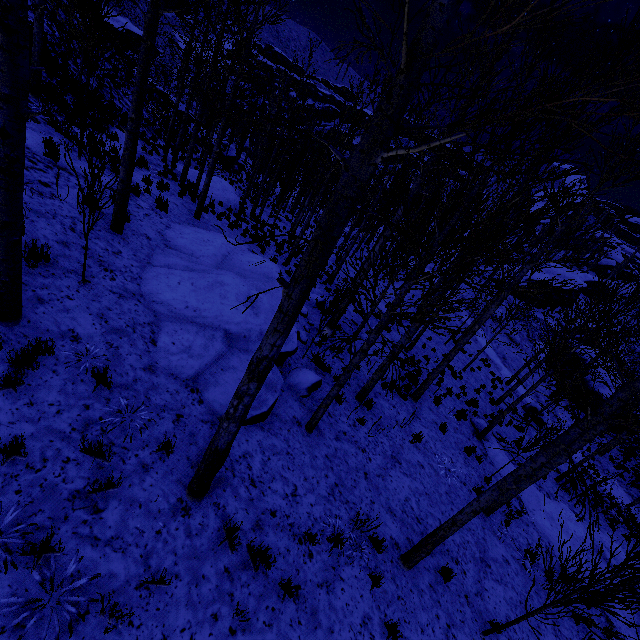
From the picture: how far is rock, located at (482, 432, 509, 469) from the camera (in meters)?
12.35

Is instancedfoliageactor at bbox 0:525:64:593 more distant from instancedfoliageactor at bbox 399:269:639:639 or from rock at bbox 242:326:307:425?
instancedfoliageactor at bbox 399:269:639:639

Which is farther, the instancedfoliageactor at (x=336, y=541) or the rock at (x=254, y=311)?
the rock at (x=254, y=311)

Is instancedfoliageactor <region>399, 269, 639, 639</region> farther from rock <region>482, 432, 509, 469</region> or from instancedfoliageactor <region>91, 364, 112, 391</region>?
instancedfoliageactor <region>91, 364, 112, 391</region>

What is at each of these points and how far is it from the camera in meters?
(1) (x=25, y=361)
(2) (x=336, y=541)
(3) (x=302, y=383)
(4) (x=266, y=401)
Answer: (1) instancedfoliageactor, 4.1 m
(2) instancedfoliageactor, 5.3 m
(3) rock, 7.8 m
(4) rock, 6.3 m

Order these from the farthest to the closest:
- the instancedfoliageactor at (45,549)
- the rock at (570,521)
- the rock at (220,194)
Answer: the rock at (220,194) → the rock at (570,521) → the instancedfoliageactor at (45,549)

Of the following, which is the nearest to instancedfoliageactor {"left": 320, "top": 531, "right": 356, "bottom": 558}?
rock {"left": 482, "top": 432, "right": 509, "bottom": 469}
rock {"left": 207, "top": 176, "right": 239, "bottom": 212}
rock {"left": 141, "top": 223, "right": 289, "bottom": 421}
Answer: rock {"left": 141, "top": 223, "right": 289, "bottom": 421}

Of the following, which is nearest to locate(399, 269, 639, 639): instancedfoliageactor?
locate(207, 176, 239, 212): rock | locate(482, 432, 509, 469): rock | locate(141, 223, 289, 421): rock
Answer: locate(482, 432, 509, 469): rock
